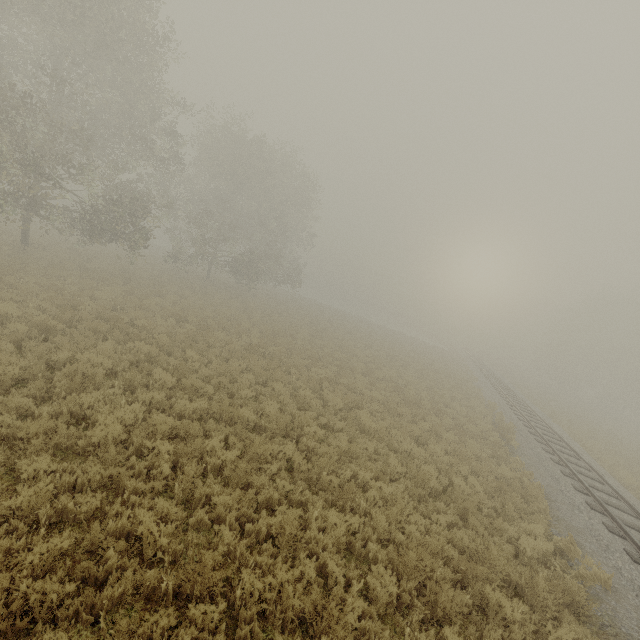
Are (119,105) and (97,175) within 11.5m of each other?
yes
